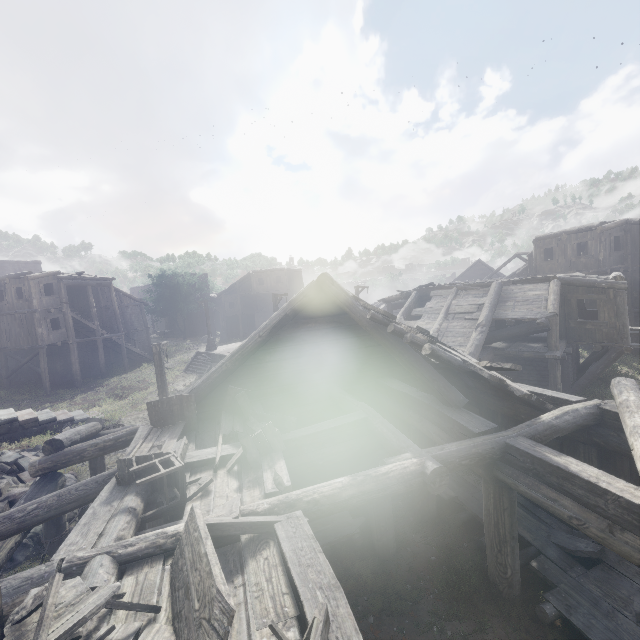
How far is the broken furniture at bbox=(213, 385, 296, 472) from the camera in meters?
5.6 m

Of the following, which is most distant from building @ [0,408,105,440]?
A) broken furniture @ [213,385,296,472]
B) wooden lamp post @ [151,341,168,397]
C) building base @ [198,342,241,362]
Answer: building base @ [198,342,241,362]

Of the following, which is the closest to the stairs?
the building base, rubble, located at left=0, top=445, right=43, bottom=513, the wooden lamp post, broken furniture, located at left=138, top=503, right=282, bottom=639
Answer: the building base

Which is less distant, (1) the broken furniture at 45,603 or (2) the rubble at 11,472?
(1) the broken furniture at 45,603

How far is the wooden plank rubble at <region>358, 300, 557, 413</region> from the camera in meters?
5.7

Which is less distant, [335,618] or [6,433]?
[335,618]

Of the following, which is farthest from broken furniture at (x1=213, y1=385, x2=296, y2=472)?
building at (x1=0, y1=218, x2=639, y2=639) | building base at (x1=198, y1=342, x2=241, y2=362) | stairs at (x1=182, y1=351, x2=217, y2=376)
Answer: stairs at (x1=182, y1=351, x2=217, y2=376)

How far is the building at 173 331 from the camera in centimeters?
5422cm
